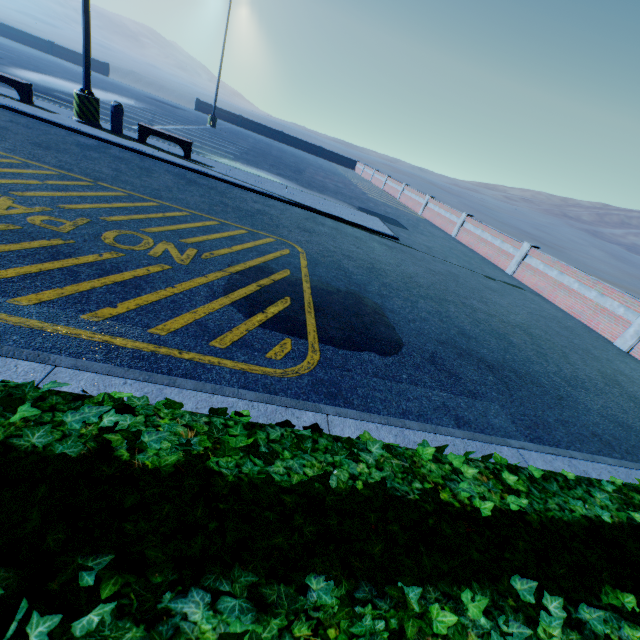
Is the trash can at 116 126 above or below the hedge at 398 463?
below

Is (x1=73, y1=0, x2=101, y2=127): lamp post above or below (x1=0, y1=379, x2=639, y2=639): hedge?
below

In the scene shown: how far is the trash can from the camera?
11.3 meters

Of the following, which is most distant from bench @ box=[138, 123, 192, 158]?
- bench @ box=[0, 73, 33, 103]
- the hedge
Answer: the hedge

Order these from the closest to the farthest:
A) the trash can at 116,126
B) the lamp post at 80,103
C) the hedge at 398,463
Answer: the hedge at 398,463, the lamp post at 80,103, the trash can at 116,126

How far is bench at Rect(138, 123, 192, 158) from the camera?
11.4m

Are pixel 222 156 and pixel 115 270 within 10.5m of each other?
no

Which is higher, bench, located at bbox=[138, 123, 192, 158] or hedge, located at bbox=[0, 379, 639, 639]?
hedge, located at bbox=[0, 379, 639, 639]
